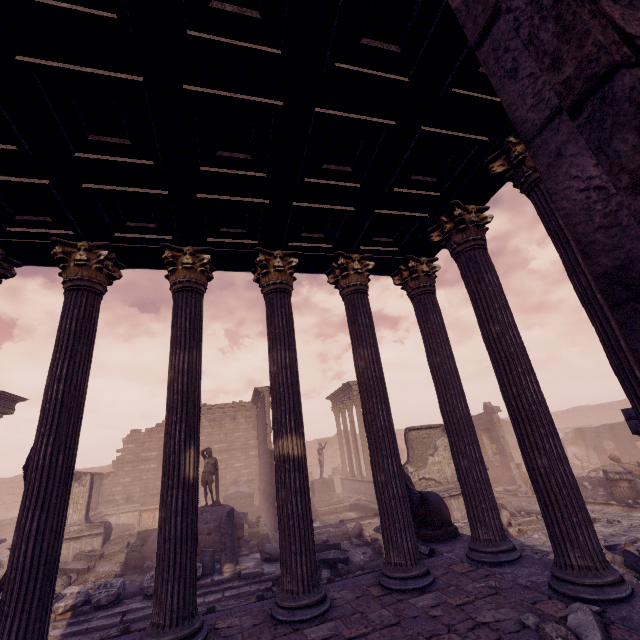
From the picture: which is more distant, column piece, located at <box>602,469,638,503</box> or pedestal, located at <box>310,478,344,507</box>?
pedestal, located at <box>310,478,344,507</box>

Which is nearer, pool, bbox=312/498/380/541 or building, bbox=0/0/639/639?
building, bbox=0/0/639/639

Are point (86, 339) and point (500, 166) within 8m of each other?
yes

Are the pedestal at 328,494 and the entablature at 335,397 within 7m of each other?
yes

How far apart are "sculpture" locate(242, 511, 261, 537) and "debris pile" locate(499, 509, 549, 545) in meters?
9.9 m

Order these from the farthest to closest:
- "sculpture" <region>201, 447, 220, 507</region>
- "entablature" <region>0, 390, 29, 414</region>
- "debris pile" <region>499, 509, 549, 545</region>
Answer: "entablature" <region>0, 390, 29, 414</region> → "sculpture" <region>201, 447, 220, 507</region> → "debris pile" <region>499, 509, 549, 545</region>

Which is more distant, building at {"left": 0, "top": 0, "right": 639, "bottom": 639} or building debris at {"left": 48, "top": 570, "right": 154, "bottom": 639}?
building debris at {"left": 48, "top": 570, "right": 154, "bottom": 639}

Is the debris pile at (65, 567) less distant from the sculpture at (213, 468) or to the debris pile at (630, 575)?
the sculpture at (213, 468)
